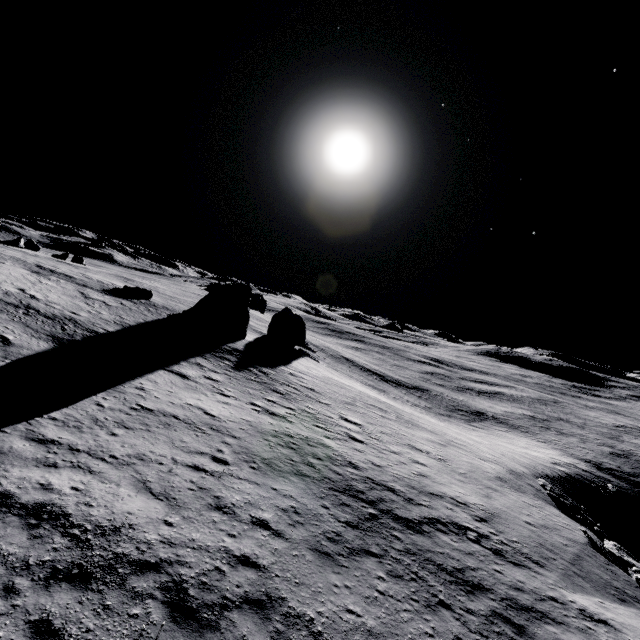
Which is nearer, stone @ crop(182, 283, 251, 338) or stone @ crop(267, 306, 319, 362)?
stone @ crop(182, 283, 251, 338)

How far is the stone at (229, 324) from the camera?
36.6m

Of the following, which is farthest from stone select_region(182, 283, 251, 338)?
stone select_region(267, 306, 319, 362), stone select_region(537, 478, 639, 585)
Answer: stone select_region(537, 478, 639, 585)

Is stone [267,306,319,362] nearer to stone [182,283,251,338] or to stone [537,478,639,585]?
stone [182,283,251,338]

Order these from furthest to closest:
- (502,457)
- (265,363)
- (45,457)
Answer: (502,457) → (265,363) → (45,457)

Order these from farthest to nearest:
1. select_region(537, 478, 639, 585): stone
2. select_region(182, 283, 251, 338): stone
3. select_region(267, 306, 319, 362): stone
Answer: select_region(267, 306, 319, 362): stone, select_region(182, 283, 251, 338): stone, select_region(537, 478, 639, 585): stone

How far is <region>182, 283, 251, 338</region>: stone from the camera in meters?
36.6 m

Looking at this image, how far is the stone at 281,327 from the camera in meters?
48.2
